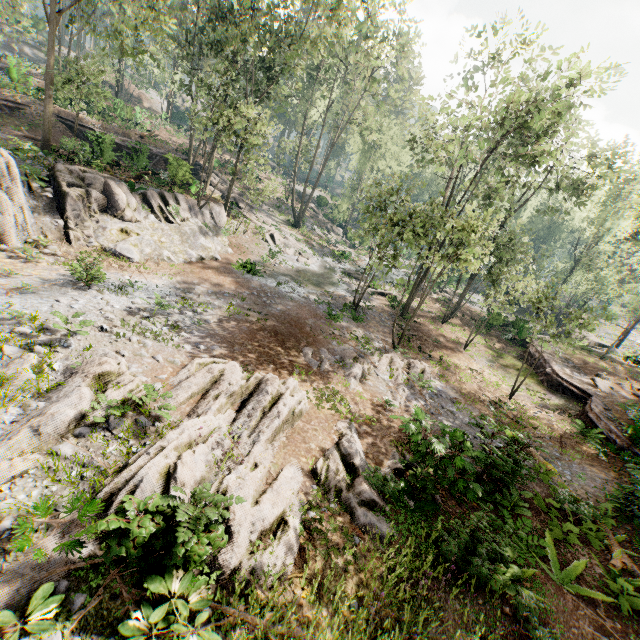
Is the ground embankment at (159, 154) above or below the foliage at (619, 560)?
above

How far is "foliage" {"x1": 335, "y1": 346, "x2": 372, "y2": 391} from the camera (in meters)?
14.47

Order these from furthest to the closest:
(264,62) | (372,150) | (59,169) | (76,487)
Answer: (372,150) → (264,62) → (59,169) → (76,487)

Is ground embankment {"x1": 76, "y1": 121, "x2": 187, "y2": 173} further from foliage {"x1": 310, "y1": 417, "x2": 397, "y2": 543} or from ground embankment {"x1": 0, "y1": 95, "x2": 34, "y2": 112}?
ground embankment {"x1": 0, "y1": 95, "x2": 34, "y2": 112}

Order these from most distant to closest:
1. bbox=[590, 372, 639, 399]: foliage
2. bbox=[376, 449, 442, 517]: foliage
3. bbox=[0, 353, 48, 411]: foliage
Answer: bbox=[590, 372, 639, 399]: foliage → bbox=[376, 449, 442, 517]: foliage → bbox=[0, 353, 48, 411]: foliage

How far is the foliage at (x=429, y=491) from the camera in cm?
864

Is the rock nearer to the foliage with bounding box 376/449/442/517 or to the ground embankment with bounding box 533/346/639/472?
the foliage with bounding box 376/449/442/517

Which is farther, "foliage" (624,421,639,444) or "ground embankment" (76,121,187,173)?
"ground embankment" (76,121,187,173)
